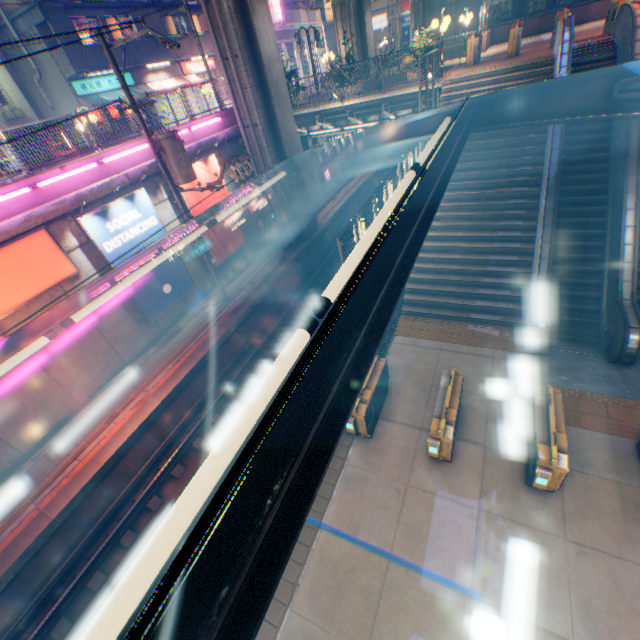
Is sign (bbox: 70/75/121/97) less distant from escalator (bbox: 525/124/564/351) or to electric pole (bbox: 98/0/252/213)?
electric pole (bbox: 98/0/252/213)

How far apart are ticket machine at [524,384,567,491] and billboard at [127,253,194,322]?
12.9 meters

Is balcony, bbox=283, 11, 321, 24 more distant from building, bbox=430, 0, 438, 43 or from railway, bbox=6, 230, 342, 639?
railway, bbox=6, 230, 342, 639

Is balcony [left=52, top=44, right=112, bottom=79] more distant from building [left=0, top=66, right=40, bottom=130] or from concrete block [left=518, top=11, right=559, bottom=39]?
concrete block [left=518, top=11, right=559, bottom=39]

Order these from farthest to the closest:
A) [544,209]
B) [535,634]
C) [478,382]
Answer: [544,209] < [478,382] < [535,634]

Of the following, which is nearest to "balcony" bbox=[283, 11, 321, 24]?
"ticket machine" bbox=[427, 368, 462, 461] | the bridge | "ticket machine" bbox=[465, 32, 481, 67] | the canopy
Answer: the bridge

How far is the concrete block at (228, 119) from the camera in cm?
1436

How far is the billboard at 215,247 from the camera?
15.08m
